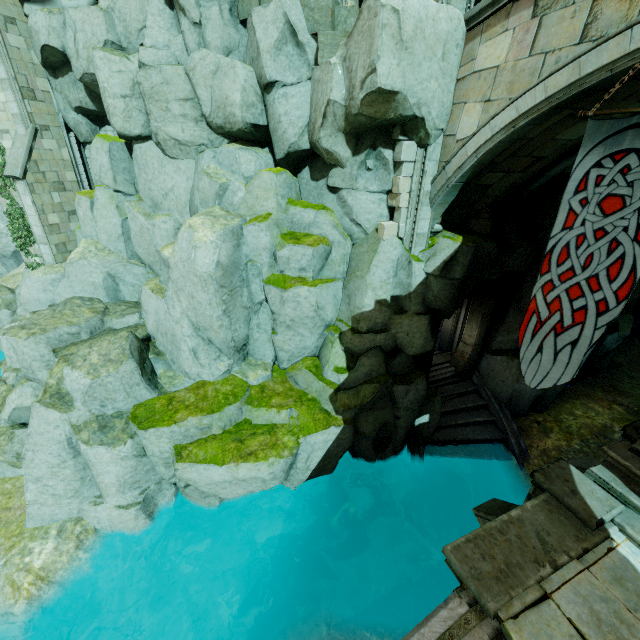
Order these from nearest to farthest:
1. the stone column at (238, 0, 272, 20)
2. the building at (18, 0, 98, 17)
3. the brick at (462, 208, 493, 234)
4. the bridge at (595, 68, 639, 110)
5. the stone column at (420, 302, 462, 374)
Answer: the bridge at (595, 68, 639, 110) < the stone column at (238, 0, 272, 20) < the brick at (462, 208, 493, 234) < the building at (18, 0, 98, 17) < the stone column at (420, 302, 462, 374)

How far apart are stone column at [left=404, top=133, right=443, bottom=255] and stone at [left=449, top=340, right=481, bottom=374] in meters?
5.8 m

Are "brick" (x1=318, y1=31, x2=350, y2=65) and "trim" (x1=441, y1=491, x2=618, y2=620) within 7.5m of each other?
no

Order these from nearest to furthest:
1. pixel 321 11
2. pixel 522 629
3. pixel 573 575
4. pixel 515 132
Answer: pixel 522 629, pixel 573 575, pixel 515 132, pixel 321 11

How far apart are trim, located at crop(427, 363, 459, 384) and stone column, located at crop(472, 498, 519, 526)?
6.3 meters

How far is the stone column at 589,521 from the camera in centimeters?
495cm

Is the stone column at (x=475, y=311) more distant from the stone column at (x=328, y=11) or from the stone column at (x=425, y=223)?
the stone column at (x=328, y=11)

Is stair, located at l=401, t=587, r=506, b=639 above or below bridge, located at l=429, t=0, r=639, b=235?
below
